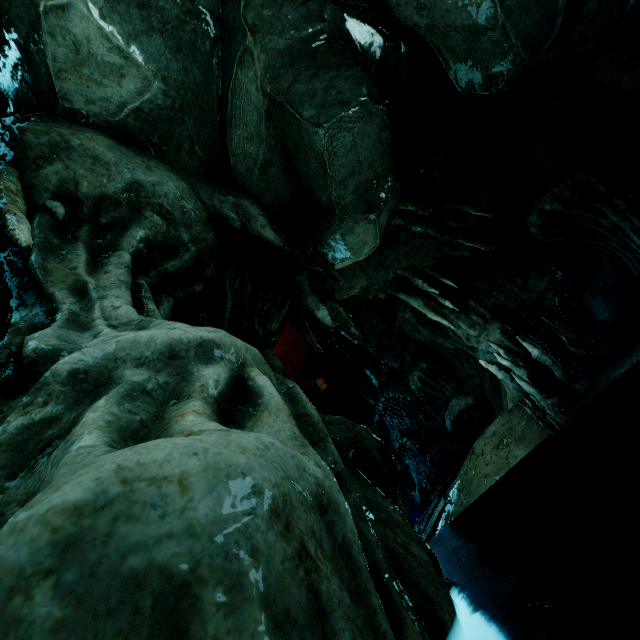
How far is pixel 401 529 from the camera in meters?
2.4
